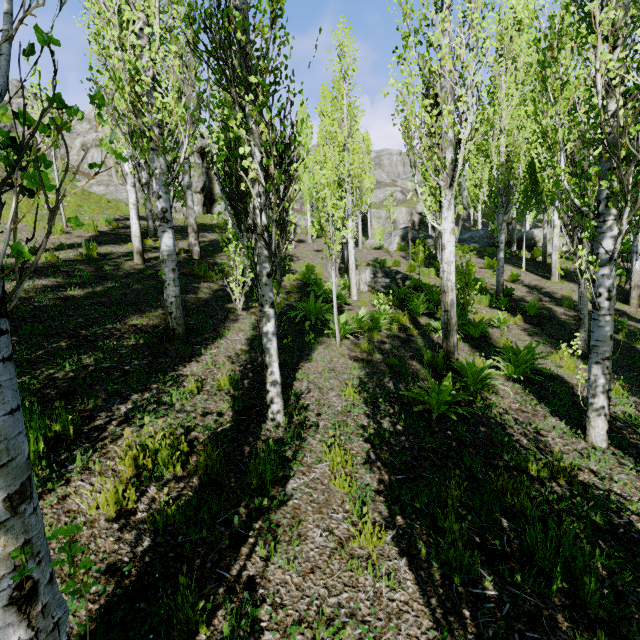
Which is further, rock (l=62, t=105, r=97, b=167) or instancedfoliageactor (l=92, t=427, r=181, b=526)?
rock (l=62, t=105, r=97, b=167)

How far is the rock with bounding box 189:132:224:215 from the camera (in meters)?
22.81

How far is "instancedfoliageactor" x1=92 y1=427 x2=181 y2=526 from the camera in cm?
264

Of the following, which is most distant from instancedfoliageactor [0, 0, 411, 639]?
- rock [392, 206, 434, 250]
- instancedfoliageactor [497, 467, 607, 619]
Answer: instancedfoliageactor [497, 467, 607, 619]

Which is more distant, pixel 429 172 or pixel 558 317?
pixel 558 317

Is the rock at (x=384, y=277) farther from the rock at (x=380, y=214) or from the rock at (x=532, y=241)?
the rock at (x=380, y=214)

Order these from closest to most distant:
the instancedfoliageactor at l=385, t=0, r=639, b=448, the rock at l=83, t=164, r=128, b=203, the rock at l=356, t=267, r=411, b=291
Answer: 1. the instancedfoliageactor at l=385, t=0, r=639, b=448
2. the rock at l=356, t=267, r=411, b=291
3. the rock at l=83, t=164, r=128, b=203

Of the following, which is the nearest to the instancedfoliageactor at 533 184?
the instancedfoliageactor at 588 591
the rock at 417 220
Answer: the rock at 417 220
